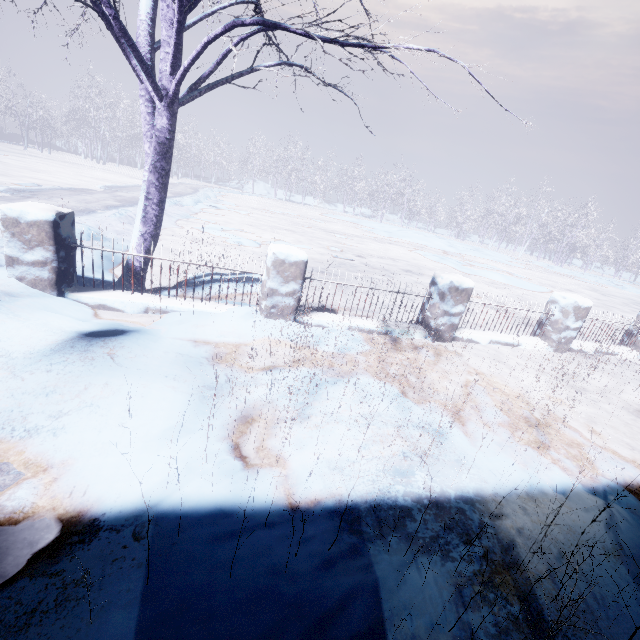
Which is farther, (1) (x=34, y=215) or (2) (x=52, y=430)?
(1) (x=34, y=215)

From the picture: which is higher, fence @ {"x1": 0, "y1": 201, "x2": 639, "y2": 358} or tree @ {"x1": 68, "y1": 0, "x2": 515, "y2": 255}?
tree @ {"x1": 68, "y1": 0, "x2": 515, "y2": 255}

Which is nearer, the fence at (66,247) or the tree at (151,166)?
the tree at (151,166)

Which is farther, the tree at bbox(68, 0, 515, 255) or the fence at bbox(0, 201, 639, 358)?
the fence at bbox(0, 201, 639, 358)

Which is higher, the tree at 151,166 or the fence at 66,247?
the tree at 151,166
